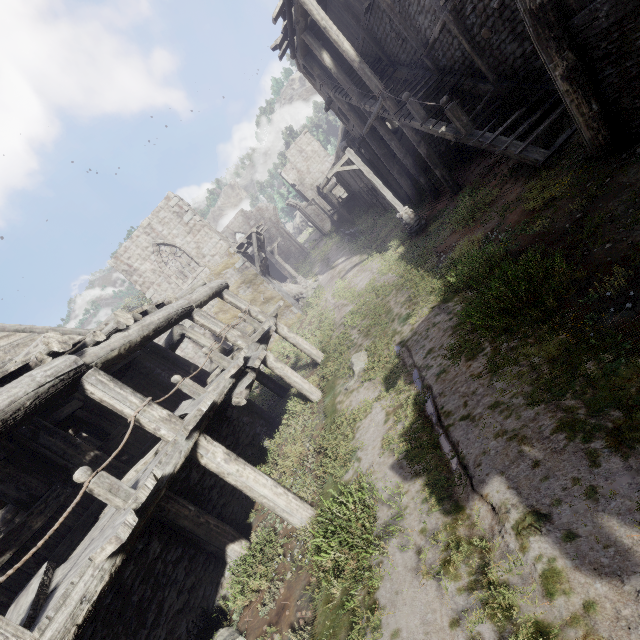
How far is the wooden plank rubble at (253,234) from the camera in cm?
2114

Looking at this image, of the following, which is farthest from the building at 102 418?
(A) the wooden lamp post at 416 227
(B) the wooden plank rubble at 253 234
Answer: (A) the wooden lamp post at 416 227

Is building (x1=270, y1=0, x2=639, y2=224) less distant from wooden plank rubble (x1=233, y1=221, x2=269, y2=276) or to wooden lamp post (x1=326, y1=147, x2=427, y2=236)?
wooden plank rubble (x1=233, y1=221, x2=269, y2=276)

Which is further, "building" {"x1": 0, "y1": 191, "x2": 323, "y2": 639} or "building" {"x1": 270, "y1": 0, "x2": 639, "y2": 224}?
"building" {"x1": 270, "y1": 0, "x2": 639, "y2": 224}

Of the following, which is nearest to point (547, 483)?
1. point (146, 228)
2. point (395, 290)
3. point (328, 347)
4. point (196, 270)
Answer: point (395, 290)

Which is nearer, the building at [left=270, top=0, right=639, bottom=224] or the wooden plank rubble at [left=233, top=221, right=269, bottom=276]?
the building at [left=270, top=0, right=639, bottom=224]
